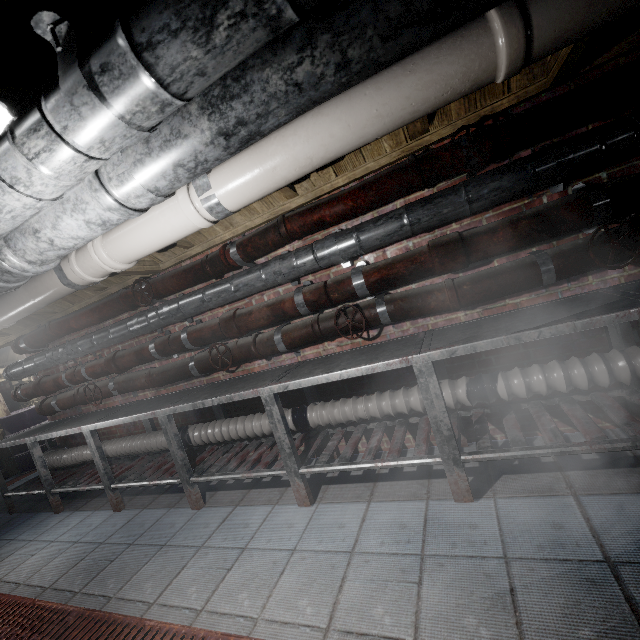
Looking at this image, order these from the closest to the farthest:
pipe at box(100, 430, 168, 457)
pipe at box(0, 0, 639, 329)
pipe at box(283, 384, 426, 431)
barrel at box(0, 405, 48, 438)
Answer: pipe at box(0, 0, 639, 329), pipe at box(283, 384, 426, 431), pipe at box(100, 430, 168, 457), barrel at box(0, 405, 48, 438)

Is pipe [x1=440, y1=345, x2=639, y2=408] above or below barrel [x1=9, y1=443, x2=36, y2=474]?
above

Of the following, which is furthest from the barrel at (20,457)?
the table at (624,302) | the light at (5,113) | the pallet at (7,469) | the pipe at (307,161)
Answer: the light at (5,113)

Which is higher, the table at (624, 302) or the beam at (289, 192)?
the beam at (289, 192)

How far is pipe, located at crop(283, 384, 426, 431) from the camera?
2.1m

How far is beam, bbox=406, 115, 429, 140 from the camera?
1.84m

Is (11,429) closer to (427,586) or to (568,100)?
(427,586)

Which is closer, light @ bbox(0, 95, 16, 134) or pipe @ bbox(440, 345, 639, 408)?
light @ bbox(0, 95, 16, 134)
